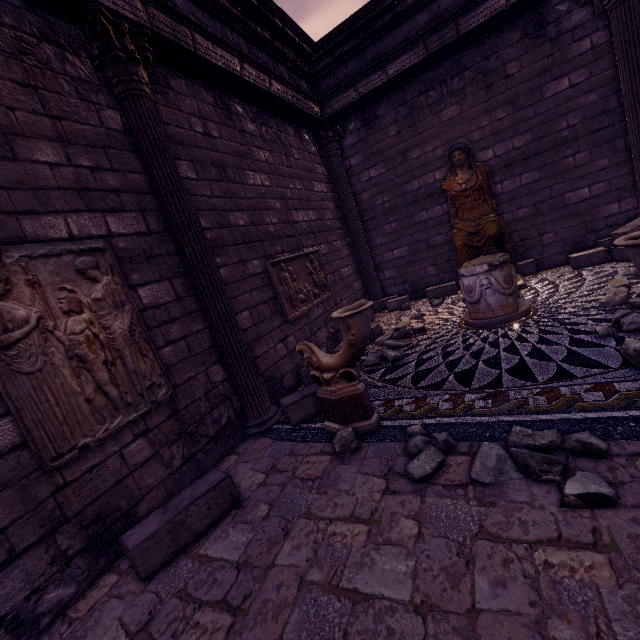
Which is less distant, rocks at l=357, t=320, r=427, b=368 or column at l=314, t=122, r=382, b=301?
rocks at l=357, t=320, r=427, b=368

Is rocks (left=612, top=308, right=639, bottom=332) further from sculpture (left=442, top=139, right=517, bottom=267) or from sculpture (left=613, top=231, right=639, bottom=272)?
sculpture (left=442, top=139, right=517, bottom=267)

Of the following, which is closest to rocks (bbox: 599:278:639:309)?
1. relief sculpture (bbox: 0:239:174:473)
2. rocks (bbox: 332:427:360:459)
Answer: rocks (bbox: 332:427:360:459)

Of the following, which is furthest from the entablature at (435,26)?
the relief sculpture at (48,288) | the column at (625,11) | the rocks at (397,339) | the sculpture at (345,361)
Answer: the rocks at (397,339)

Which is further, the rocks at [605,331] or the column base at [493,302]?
the column base at [493,302]

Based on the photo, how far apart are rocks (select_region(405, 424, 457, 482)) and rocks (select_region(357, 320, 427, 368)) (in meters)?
2.24

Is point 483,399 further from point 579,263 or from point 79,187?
point 579,263

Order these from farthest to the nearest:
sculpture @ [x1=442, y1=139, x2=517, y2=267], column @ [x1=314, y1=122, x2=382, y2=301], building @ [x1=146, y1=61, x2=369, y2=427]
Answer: column @ [x1=314, y1=122, x2=382, y2=301] → sculpture @ [x1=442, y1=139, x2=517, y2=267] → building @ [x1=146, y1=61, x2=369, y2=427]
